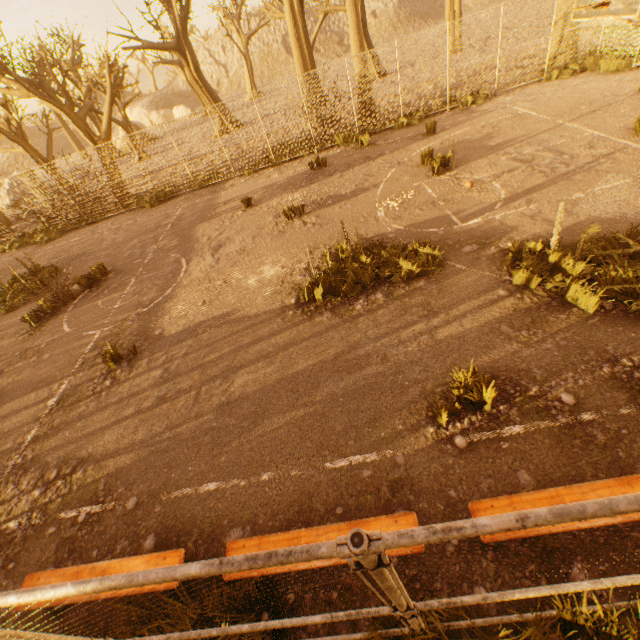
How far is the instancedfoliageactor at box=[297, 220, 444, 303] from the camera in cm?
647

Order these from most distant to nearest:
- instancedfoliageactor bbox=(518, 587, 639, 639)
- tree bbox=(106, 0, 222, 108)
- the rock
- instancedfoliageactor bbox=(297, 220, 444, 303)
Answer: the rock, tree bbox=(106, 0, 222, 108), instancedfoliageactor bbox=(297, 220, 444, 303), instancedfoliageactor bbox=(518, 587, 639, 639)

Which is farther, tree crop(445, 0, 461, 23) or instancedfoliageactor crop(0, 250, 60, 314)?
tree crop(445, 0, 461, 23)

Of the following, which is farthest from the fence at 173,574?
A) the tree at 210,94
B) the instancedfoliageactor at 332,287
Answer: the instancedfoliageactor at 332,287

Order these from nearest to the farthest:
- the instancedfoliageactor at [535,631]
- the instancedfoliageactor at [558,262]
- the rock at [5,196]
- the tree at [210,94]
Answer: the instancedfoliageactor at [535,631] < the instancedfoliageactor at [558,262] < the tree at [210,94] < the rock at [5,196]

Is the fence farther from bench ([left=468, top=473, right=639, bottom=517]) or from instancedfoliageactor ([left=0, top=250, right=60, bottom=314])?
instancedfoliageactor ([left=0, top=250, right=60, bottom=314])

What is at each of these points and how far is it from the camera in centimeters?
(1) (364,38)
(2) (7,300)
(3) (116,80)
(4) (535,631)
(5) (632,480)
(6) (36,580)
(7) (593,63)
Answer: (1) tree, 2398cm
(2) instancedfoliageactor, 1130cm
(3) tree, 1430cm
(4) instancedfoliageactor, 259cm
(5) bench, 288cm
(6) bench, 364cm
(7) instancedfoliageactor, 1288cm

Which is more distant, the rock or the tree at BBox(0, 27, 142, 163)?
the rock
